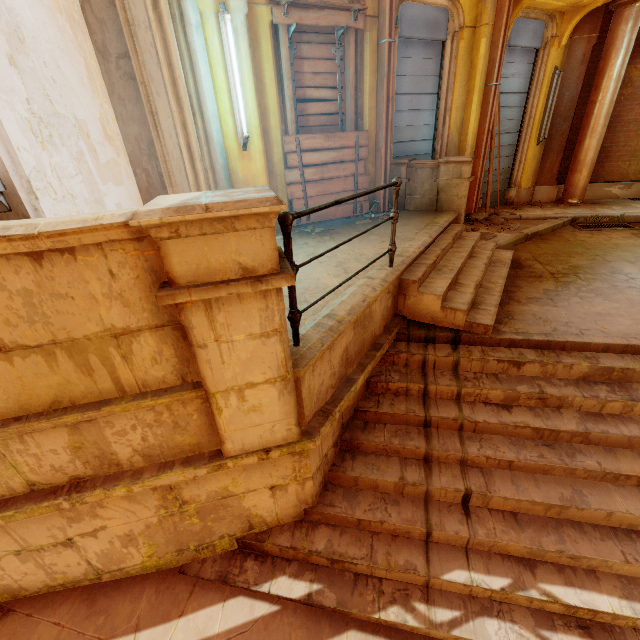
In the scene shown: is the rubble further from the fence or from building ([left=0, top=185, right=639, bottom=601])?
the fence

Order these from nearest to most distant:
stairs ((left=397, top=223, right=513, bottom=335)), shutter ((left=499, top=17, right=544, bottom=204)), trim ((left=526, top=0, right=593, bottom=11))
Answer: stairs ((left=397, top=223, right=513, bottom=335)) < trim ((left=526, top=0, right=593, bottom=11)) < shutter ((left=499, top=17, right=544, bottom=204))

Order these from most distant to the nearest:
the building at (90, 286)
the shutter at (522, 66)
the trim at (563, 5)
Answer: the shutter at (522, 66) → the trim at (563, 5) → the building at (90, 286)

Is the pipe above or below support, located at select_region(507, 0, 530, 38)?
below

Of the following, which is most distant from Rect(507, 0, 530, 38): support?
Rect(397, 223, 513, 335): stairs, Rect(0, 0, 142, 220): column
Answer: Rect(0, 0, 142, 220): column

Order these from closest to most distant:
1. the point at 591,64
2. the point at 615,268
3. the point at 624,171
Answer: the point at 615,268 → the point at 591,64 → the point at 624,171

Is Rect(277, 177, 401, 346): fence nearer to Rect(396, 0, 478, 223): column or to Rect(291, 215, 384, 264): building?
Rect(291, 215, 384, 264): building

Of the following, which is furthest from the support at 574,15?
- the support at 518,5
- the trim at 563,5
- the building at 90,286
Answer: the building at 90,286
